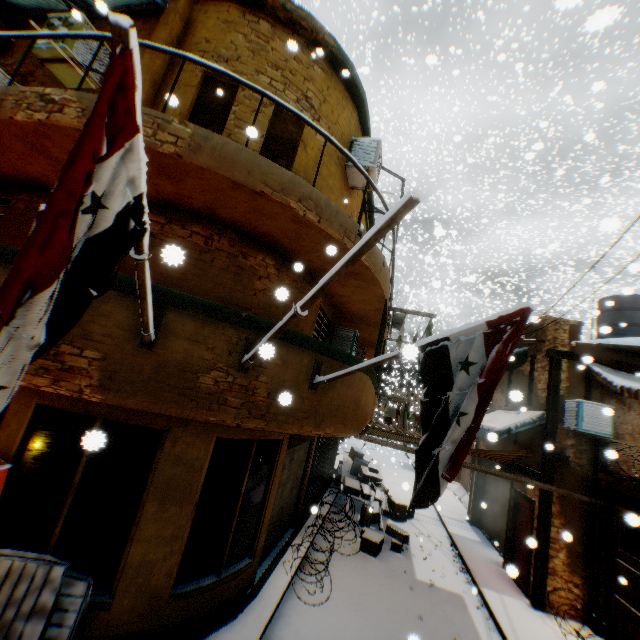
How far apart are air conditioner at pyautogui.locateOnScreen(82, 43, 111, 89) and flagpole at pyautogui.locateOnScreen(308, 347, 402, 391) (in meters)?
6.68

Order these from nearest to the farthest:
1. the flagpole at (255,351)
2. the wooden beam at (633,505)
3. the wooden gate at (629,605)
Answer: the flagpole at (255,351) → the wooden gate at (629,605) → the wooden beam at (633,505)

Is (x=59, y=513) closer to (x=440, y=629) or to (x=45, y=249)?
(x=45, y=249)

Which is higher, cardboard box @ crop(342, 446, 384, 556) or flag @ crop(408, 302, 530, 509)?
flag @ crop(408, 302, 530, 509)

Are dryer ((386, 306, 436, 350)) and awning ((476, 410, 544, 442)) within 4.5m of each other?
yes

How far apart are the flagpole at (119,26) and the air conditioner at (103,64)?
4.6m

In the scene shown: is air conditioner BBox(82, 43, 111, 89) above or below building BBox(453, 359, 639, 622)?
above

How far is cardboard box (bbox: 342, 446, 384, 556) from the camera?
9.7m
